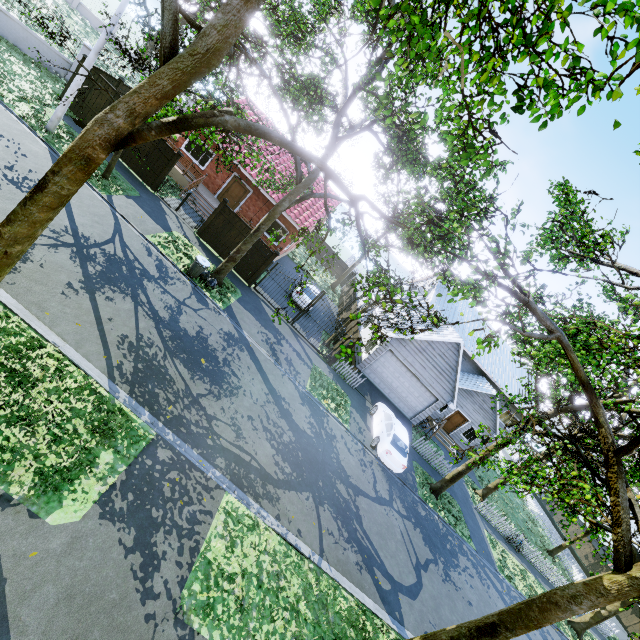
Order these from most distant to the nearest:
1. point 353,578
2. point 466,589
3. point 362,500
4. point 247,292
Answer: point 247,292 < point 466,589 < point 362,500 < point 353,578

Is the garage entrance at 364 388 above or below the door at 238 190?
below

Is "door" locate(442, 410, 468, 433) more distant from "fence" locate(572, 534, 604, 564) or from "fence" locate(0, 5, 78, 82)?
"fence" locate(0, 5, 78, 82)

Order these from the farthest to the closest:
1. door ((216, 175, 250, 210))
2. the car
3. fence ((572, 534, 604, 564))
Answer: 1. fence ((572, 534, 604, 564))
2. door ((216, 175, 250, 210))
3. the car

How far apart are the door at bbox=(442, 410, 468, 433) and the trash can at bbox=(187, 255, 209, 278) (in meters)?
22.97

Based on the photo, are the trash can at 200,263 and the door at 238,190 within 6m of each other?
no

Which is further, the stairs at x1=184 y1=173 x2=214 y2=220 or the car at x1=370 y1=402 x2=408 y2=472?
the stairs at x1=184 y1=173 x2=214 y2=220

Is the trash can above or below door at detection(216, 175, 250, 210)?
below
